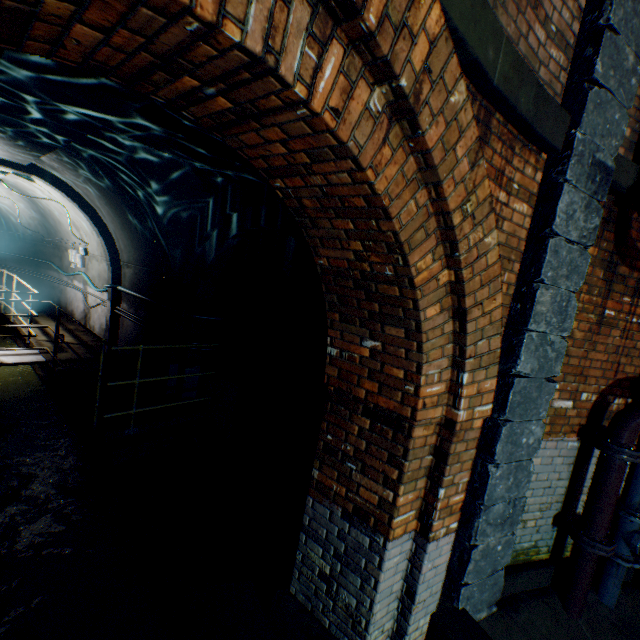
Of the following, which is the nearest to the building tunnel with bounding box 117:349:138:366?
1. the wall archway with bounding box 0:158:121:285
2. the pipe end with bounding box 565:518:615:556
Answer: the wall archway with bounding box 0:158:121:285

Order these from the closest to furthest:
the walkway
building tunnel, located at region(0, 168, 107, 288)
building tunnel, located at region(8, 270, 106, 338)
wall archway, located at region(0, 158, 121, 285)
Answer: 1. the walkway
2. wall archway, located at region(0, 158, 121, 285)
3. building tunnel, located at region(0, 168, 107, 288)
4. building tunnel, located at region(8, 270, 106, 338)

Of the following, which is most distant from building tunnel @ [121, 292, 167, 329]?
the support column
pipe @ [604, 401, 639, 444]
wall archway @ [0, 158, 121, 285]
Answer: pipe @ [604, 401, 639, 444]

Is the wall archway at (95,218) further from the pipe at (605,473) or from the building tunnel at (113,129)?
the pipe at (605,473)

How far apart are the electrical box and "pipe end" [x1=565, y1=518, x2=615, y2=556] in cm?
1193

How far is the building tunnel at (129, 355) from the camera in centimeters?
716cm

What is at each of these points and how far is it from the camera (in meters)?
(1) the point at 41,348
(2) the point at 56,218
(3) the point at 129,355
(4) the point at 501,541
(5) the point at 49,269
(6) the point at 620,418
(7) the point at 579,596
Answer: (1) walkway, 6.52
(2) building tunnel, 9.65
(3) building tunnel, 7.41
(4) support column, 2.98
(5) building tunnel, 11.28
(6) pipe, 3.17
(7) pipe, 3.34
